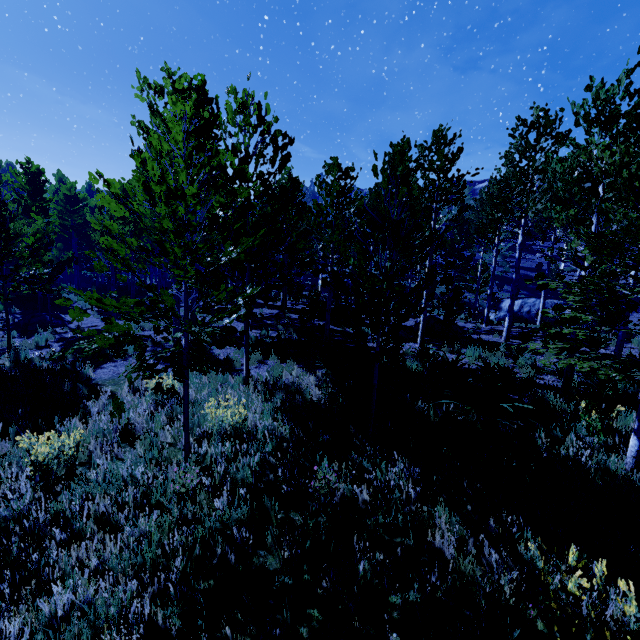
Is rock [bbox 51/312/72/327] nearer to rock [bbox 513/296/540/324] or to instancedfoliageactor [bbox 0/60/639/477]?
instancedfoliageactor [bbox 0/60/639/477]

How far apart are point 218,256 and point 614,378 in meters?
29.8

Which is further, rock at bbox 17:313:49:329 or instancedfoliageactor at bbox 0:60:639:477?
rock at bbox 17:313:49:329

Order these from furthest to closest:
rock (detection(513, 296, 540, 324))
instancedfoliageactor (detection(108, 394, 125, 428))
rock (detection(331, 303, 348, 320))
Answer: rock (detection(513, 296, 540, 324))
rock (detection(331, 303, 348, 320))
instancedfoliageactor (detection(108, 394, 125, 428))

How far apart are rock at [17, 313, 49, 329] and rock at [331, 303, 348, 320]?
13.3m

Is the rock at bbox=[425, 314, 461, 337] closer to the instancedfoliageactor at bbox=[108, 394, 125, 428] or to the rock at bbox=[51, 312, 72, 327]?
the instancedfoliageactor at bbox=[108, 394, 125, 428]

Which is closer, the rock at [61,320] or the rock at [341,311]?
the rock at [61,320]

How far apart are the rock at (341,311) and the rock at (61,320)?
13.3m
